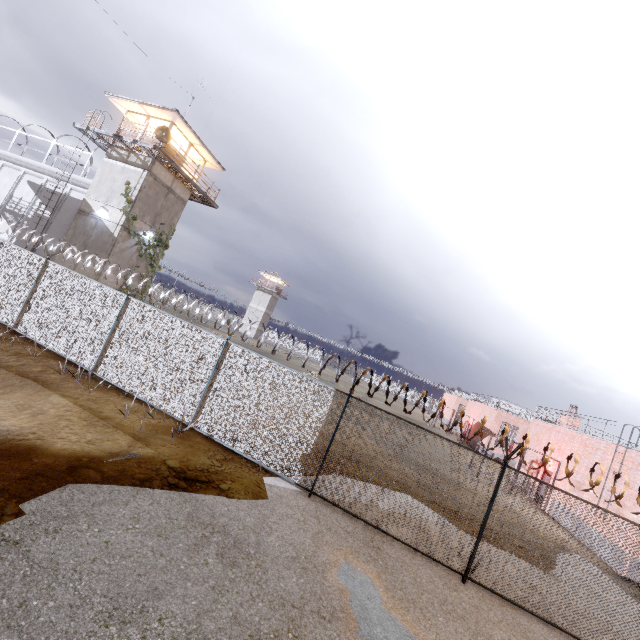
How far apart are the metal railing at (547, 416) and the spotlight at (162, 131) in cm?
3575

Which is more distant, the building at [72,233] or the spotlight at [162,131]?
the building at [72,233]

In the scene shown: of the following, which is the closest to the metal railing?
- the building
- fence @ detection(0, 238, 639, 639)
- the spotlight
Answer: fence @ detection(0, 238, 639, 639)

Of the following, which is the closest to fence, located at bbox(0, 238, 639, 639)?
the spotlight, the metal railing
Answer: the spotlight

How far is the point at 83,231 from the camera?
21.1 meters

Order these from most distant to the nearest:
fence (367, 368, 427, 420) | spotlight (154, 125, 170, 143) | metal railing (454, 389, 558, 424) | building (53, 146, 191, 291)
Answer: metal railing (454, 389, 558, 424), building (53, 146, 191, 291), spotlight (154, 125, 170, 143), fence (367, 368, 427, 420)

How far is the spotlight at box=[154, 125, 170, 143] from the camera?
18.95m

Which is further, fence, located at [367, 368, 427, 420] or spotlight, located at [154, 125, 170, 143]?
spotlight, located at [154, 125, 170, 143]
